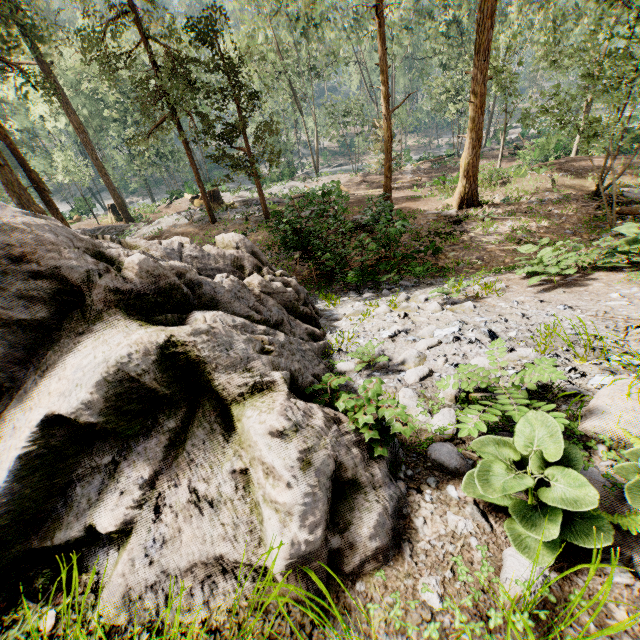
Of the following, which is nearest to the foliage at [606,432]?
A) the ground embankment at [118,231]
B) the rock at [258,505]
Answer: the ground embankment at [118,231]

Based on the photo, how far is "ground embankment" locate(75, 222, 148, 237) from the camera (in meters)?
23.08

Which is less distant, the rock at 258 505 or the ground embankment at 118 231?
the rock at 258 505

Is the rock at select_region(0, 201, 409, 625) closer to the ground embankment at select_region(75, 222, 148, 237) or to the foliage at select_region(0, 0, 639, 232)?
the foliage at select_region(0, 0, 639, 232)

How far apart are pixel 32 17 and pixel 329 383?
33.80m

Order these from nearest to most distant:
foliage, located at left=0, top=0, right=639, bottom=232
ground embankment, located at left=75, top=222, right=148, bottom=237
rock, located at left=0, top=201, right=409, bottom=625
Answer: rock, located at left=0, top=201, right=409, bottom=625
foliage, located at left=0, top=0, right=639, bottom=232
ground embankment, located at left=75, top=222, right=148, bottom=237

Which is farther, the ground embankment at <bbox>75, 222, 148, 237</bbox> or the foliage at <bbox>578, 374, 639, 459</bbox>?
the ground embankment at <bbox>75, 222, 148, 237</bbox>
